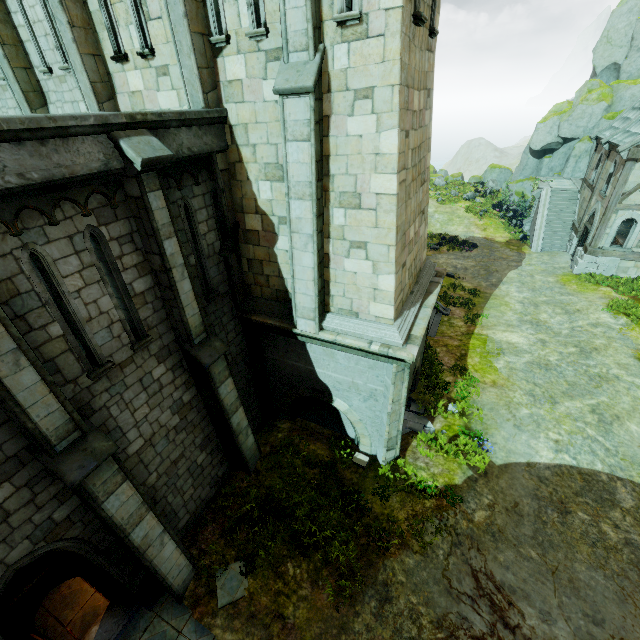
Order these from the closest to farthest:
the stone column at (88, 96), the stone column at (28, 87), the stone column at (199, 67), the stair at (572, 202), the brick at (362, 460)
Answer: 1. the stone column at (199, 67)
2. the stone column at (88, 96)
3. the stone column at (28, 87)
4. the brick at (362, 460)
5. the stair at (572, 202)

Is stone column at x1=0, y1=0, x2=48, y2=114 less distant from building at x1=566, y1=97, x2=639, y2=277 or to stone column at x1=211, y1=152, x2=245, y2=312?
stone column at x1=211, y1=152, x2=245, y2=312

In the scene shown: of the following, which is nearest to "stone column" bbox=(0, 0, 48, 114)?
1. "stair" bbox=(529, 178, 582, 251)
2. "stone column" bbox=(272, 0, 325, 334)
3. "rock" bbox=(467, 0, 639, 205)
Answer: "stone column" bbox=(272, 0, 325, 334)

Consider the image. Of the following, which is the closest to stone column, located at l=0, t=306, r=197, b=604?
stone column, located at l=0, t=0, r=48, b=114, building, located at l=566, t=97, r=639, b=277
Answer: stone column, located at l=0, t=0, r=48, b=114

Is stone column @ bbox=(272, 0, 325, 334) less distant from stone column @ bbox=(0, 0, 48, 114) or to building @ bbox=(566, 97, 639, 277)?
stone column @ bbox=(0, 0, 48, 114)

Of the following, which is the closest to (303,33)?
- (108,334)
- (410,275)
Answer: (410,275)

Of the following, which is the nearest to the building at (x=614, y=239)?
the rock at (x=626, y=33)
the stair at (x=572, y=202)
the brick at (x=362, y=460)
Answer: the stair at (x=572, y=202)

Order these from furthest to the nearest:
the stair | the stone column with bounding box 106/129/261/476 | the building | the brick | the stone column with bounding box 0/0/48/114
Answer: the stair → the building → the brick → the stone column with bounding box 0/0/48/114 → the stone column with bounding box 106/129/261/476
